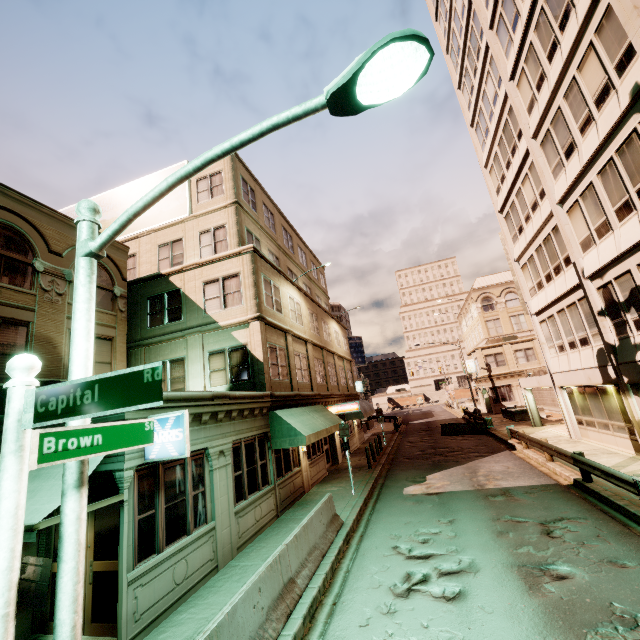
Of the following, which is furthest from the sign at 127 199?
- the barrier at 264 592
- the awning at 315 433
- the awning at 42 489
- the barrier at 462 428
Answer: the barrier at 462 428

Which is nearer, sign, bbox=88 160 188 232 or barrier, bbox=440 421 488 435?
sign, bbox=88 160 188 232

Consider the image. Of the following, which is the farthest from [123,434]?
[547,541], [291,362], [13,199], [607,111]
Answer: [607,111]

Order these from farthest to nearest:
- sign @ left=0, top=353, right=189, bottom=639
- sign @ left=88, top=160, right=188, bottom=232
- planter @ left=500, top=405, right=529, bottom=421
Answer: planter @ left=500, top=405, right=529, bottom=421, sign @ left=88, top=160, right=188, bottom=232, sign @ left=0, top=353, right=189, bottom=639

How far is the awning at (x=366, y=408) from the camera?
25.9 meters

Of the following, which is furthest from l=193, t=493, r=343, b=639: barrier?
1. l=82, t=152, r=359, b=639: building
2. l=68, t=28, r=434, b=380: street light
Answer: l=82, t=152, r=359, b=639: building

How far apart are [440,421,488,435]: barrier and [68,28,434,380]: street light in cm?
2731

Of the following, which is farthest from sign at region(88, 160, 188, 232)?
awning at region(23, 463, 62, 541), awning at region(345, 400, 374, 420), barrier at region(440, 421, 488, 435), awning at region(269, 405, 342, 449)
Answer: barrier at region(440, 421, 488, 435)
